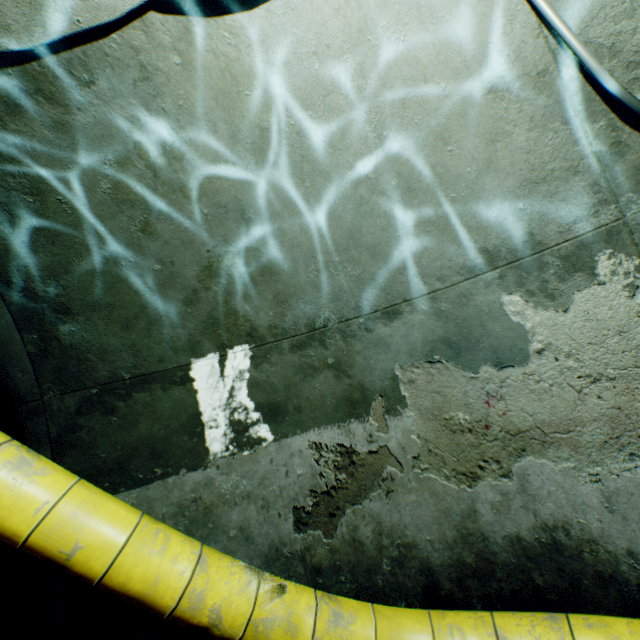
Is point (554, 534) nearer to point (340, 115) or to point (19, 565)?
point (340, 115)

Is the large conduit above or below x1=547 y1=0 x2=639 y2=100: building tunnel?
below

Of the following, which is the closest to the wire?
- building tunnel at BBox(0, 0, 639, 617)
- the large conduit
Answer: building tunnel at BBox(0, 0, 639, 617)

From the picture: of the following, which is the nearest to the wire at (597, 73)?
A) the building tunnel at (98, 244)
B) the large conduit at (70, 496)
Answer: the building tunnel at (98, 244)

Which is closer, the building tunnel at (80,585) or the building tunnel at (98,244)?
the building tunnel at (98,244)

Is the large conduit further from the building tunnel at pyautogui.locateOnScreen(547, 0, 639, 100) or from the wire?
the wire
